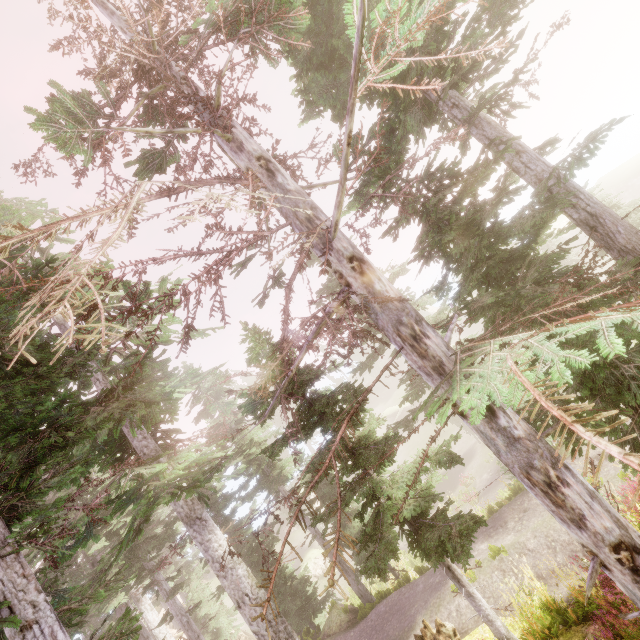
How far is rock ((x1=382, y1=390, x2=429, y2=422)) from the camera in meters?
51.6

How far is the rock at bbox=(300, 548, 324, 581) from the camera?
33.88m

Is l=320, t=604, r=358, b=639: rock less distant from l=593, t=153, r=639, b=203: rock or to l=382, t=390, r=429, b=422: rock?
l=382, t=390, r=429, b=422: rock

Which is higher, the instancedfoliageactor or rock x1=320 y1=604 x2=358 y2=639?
the instancedfoliageactor

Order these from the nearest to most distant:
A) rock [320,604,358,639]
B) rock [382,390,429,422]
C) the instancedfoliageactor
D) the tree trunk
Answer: the instancedfoliageactor → the tree trunk → rock [320,604,358,639] → rock [382,390,429,422]

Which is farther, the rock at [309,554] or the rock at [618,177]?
the rock at [618,177]

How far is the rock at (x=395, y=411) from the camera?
51.6m

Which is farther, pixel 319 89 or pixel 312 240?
pixel 319 89
